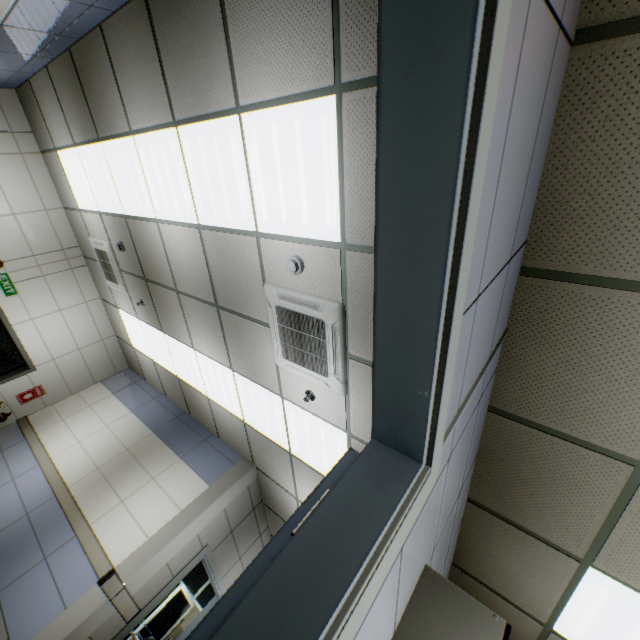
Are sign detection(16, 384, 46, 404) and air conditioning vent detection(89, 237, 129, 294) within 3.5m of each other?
yes

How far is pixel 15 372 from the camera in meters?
6.7

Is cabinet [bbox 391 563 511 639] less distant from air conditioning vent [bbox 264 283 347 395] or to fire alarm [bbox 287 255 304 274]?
air conditioning vent [bbox 264 283 347 395]

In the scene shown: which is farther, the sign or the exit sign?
the sign

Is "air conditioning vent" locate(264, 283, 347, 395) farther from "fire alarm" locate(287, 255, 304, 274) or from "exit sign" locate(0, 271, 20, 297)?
"exit sign" locate(0, 271, 20, 297)

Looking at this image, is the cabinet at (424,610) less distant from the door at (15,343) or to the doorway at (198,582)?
the doorway at (198,582)

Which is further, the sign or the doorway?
the doorway

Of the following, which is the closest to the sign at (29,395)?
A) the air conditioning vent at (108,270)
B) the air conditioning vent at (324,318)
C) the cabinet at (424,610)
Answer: the air conditioning vent at (108,270)
